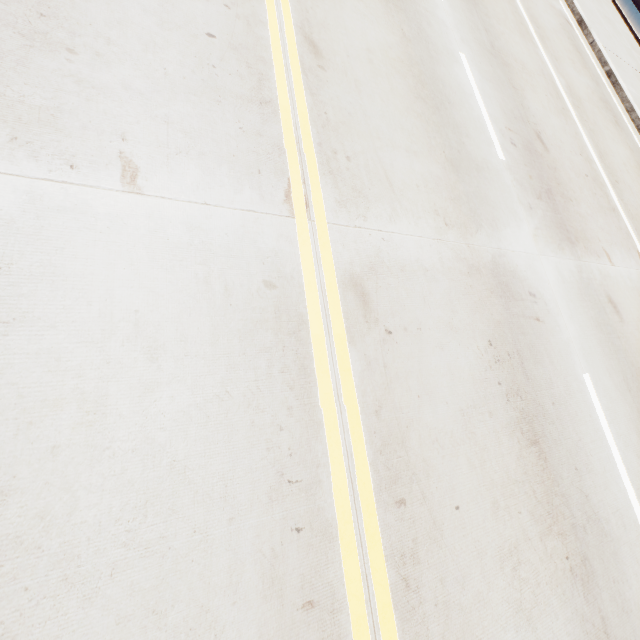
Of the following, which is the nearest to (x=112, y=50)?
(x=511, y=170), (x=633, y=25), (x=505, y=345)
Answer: (x=505, y=345)
